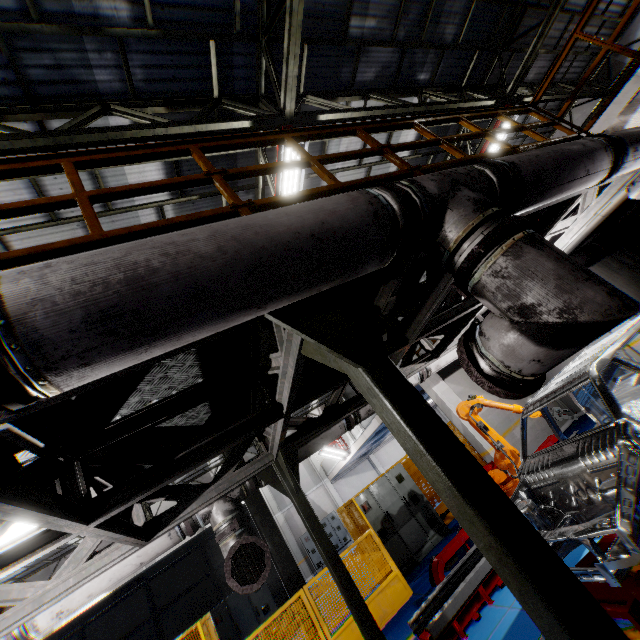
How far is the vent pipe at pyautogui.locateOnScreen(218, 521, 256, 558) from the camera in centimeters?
451cm

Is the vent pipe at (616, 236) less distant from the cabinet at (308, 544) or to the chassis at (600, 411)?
the chassis at (600, 411)

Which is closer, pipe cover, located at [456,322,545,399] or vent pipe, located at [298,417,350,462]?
pipe cover, located at [456,322,545,399]

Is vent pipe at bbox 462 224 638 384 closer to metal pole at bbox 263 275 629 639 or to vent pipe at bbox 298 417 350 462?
metal pole at bbox 263 275 629 639

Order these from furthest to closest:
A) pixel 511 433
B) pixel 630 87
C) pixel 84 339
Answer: pixel 630 87 → pixel 511 433 → pixel 84 339

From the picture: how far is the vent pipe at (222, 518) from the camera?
4.6 meters

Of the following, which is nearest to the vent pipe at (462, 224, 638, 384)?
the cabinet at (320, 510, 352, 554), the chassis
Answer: the chassis

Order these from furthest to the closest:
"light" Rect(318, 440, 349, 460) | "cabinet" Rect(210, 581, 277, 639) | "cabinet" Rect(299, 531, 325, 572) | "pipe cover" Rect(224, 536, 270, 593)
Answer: "cabinet" Rect(299, 531, 325, 572), "light" Rect(318, 440, 349, 460), "cabinet" Rect(210, 581, 277, 639), "pipe cover" Rect(224, 536, 270, 593)
